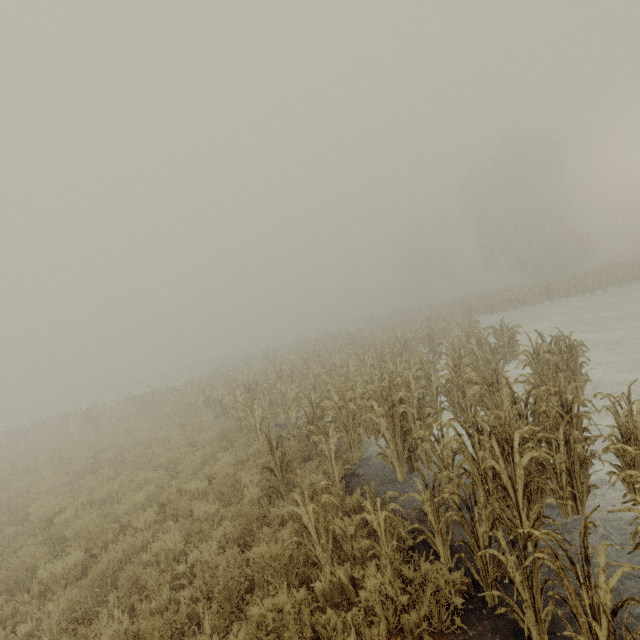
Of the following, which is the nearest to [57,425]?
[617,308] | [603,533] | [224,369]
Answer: [224,369]
